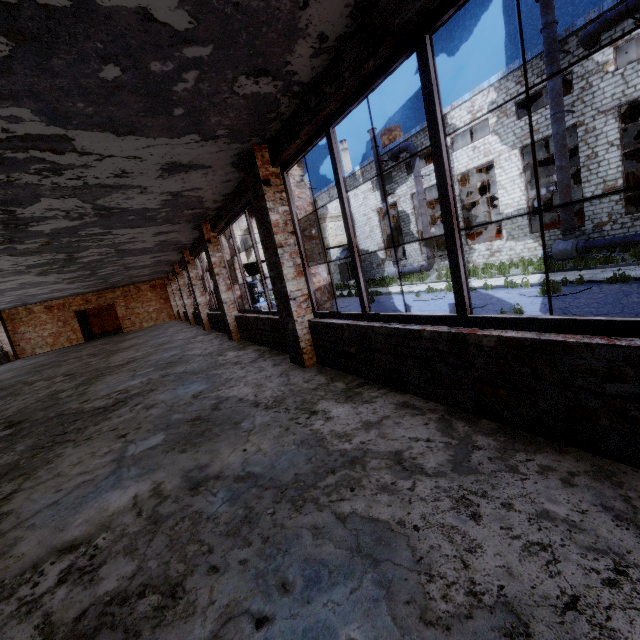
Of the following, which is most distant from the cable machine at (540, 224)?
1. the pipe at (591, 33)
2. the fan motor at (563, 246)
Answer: the pipe at (591, 33)

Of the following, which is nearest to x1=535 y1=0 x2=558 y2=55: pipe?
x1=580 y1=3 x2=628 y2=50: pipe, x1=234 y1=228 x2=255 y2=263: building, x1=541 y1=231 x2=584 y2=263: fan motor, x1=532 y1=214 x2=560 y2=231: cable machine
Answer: x1=541 y1=231 x2=584 y2=263: fan motor

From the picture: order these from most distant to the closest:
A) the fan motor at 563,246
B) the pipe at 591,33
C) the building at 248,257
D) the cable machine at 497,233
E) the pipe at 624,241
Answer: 1. the building at 248,257
2. the cable machine at 497,233
3. the fan motor at 563,246
4. the pipe at 624,241
5. the pipe at 591,33

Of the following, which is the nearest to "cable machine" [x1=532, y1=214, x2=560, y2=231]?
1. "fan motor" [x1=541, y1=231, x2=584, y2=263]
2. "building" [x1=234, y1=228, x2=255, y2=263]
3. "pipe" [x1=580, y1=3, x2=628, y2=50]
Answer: "fan motor" [x1=541, y1=231, x2=584, y2=263]

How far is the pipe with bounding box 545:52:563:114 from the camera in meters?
15.8

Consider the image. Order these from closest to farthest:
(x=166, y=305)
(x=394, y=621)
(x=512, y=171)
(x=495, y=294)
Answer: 1. (x=394, y=621)
2. (x=495, y=294)
3. (x=512, y=171)
4. (x=166, y=305)
